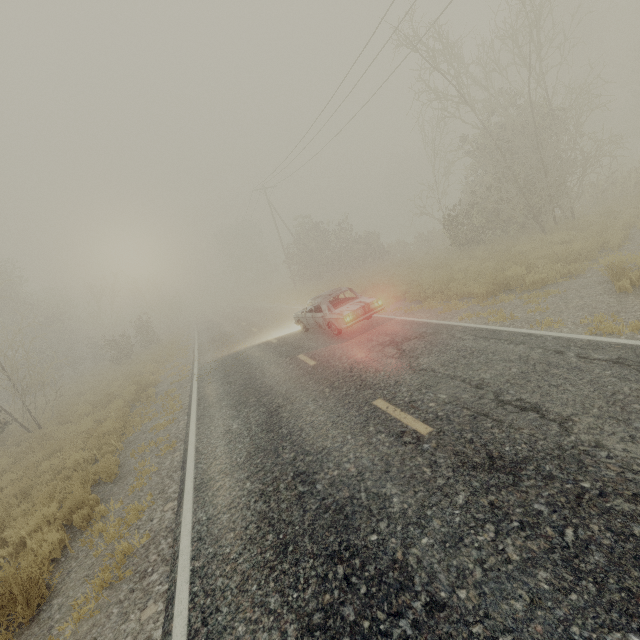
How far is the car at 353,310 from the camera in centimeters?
1048cm

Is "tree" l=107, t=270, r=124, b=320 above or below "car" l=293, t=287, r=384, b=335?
above

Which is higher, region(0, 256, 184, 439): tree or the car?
region(0, 256, 184, 439): tree

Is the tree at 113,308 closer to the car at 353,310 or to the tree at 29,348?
the tree at 29,348

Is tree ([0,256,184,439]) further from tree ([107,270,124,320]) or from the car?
the car

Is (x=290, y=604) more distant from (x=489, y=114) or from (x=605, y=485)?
(x=489, y=114)

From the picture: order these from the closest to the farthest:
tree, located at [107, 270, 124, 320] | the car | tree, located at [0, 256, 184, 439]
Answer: the car, tree, located at [0, 256, 184, 439], tree, located at [107, 270, 124, 320]
